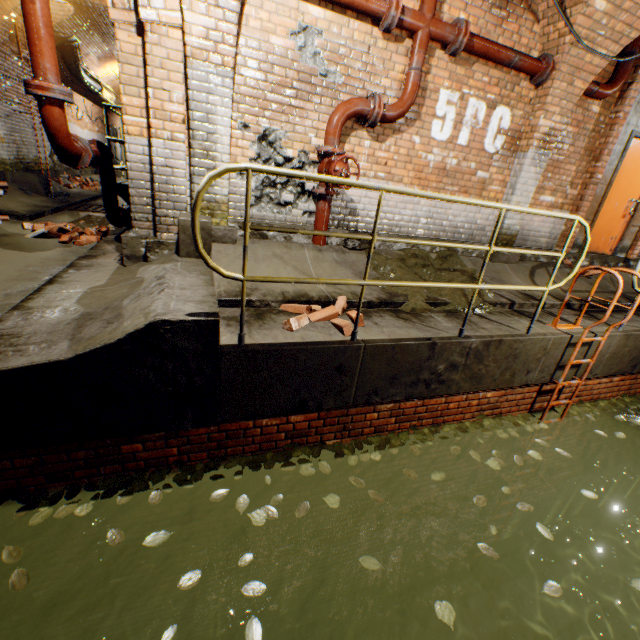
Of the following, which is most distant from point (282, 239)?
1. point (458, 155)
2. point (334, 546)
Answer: point (334, 546)

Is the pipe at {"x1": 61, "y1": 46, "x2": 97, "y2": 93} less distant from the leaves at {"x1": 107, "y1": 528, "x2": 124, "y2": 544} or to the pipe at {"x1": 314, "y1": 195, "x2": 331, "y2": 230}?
the pipe at {"x1": 314, "y1": 195, "x2": 331, "y2": 230}

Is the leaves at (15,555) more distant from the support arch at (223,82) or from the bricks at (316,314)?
the support arch at (223,82)

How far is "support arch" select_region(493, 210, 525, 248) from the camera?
5.5 meters

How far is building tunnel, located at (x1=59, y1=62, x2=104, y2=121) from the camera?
11.4 meters

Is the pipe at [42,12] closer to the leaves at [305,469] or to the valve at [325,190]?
the valve at [325,190]

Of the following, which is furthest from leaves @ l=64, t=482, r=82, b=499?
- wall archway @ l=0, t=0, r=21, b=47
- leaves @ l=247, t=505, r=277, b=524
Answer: wall archway @ l=0, t=0, r=21, b=47

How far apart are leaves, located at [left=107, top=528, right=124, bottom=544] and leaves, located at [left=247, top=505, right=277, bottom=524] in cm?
83
